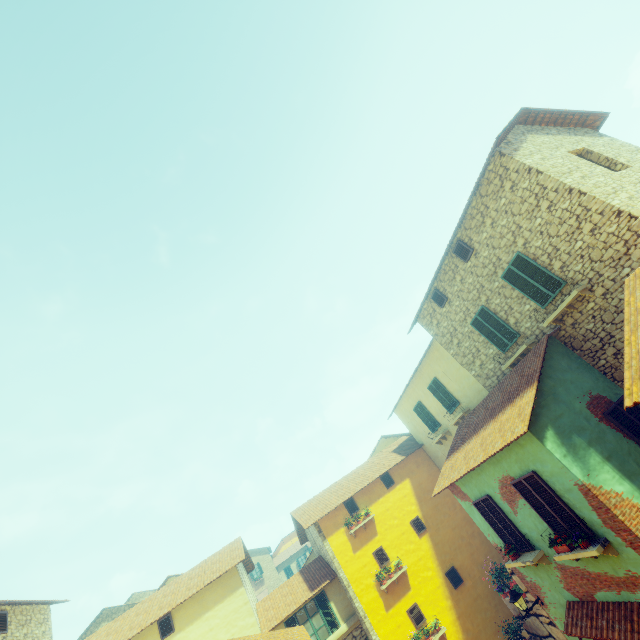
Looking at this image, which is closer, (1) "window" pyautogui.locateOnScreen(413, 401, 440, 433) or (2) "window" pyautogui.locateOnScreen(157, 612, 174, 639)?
(2) "window" pyautogui.locateOnScreen(157, 612, 174, 639)

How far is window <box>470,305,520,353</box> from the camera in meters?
11.5

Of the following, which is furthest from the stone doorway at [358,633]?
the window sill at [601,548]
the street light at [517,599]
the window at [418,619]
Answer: the window sill at [601,548]

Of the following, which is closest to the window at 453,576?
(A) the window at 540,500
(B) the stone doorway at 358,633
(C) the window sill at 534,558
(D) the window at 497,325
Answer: (A) the window at 540,500

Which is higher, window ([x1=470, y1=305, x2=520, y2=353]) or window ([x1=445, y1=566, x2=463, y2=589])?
window ([x1=470, y1=305, x2=520, y2=353])

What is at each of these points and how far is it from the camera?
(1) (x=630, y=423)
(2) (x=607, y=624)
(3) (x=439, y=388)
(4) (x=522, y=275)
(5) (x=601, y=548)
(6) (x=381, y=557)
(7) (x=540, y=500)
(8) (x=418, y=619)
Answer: (1) window, 8.4 meters
(2) door eaves, 7.6 meters
(3) window, 15.9 meters
(4) window, 10.3 meters
(5) window sill, 7.2 meters
(6) window, 15.7 meters
(7) window, 8.4 meters
(8) window, 14.3 meters

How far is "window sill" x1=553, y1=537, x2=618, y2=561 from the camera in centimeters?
717cm

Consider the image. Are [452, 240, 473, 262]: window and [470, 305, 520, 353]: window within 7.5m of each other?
yes
